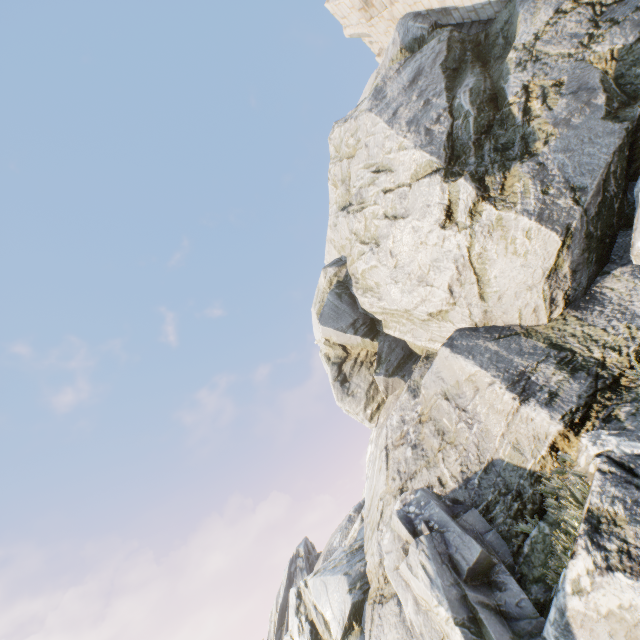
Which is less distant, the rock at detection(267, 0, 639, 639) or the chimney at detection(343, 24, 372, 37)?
the rock at detection(267, 0, 639, 639)

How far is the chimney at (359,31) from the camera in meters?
20.9 m

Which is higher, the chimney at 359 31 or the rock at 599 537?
the chimney at 359 31

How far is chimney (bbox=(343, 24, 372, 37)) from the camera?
20.94m

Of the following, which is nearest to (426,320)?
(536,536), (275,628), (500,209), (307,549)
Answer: (500,209)

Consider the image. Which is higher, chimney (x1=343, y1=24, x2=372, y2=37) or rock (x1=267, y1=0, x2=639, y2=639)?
chimney (x1=343, y1=24, x2=372, y2=37)
